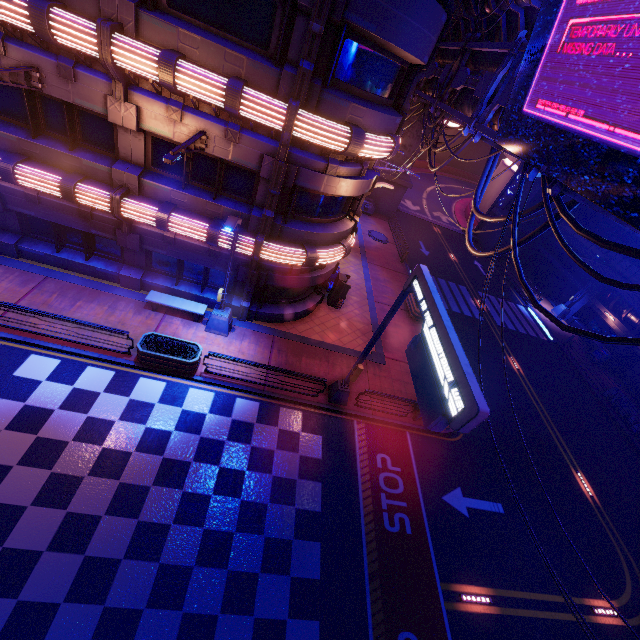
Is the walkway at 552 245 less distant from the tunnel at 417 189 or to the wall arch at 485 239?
the wall arch at 485 239

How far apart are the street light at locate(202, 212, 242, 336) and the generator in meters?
→ 21.4 m

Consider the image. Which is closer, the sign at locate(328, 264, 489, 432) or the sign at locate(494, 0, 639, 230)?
the sign at locate(494, 0, 639, 230)

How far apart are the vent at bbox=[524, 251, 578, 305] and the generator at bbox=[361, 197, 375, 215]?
19.23m

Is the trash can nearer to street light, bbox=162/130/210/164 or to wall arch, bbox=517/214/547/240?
wall arch, bbox=517/214/547/240

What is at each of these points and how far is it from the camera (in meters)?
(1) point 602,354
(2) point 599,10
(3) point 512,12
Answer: (1) trash can, 25.45
(2) sign, 5.99
(3) walkway, 12.27

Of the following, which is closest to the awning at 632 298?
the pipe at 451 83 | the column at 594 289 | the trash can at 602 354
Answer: the column at 594 289

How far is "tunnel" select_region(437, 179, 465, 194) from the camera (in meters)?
54.70
